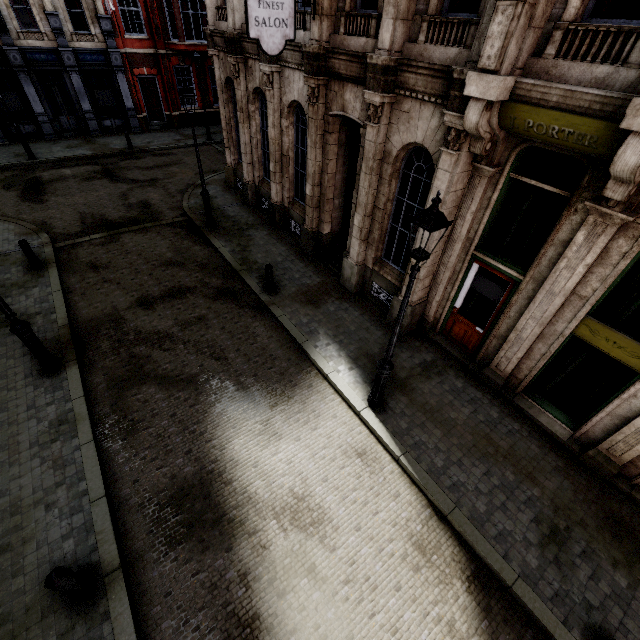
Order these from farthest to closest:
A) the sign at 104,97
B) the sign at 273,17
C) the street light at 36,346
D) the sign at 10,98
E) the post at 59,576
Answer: the sign at 104,97, the sign at 10,98, the sign at 273,17, the street light at 36,346, the post at 59,576

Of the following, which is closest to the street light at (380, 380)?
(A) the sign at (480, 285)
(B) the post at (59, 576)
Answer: (A) the sign at (480, 285)

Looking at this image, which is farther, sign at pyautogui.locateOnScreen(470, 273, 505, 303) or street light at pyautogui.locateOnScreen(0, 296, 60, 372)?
sign at pyautogui.locateOnScreen(470, 273, 505, 303)

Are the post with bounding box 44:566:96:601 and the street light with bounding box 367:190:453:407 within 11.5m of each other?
yes

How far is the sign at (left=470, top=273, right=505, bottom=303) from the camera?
7.37m

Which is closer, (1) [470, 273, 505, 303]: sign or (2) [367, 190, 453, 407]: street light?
(2) [367, 190, 453, 407]: street light

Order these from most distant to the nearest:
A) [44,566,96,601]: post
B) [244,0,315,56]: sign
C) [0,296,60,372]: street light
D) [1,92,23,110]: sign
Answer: [1,92,23,110]: sign
[244,0,315,56]: sign
[0,296,60,372]: street light
[44,566,96,601]: post

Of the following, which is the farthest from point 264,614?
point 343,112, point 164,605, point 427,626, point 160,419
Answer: point 343,112
